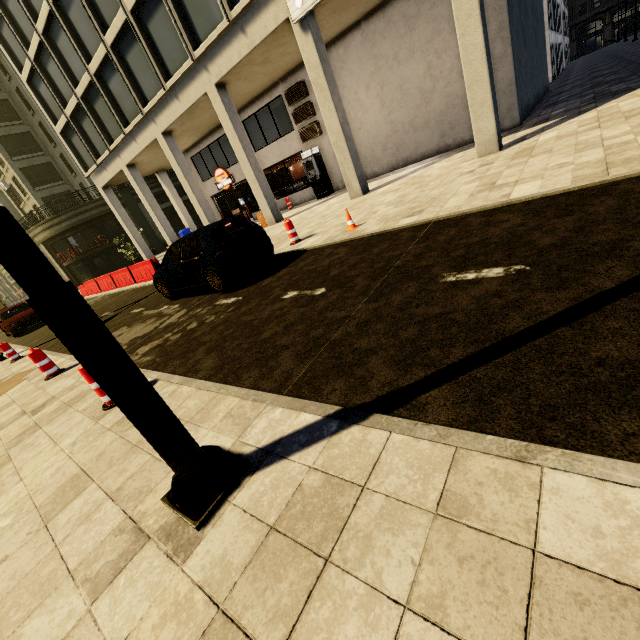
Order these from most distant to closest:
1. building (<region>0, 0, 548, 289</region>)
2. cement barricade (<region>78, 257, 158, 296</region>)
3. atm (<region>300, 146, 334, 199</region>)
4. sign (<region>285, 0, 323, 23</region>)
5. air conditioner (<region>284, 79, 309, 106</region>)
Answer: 1. atm (<region>300, 146, 334, 199</region>)
2. air conditioner (<region>284, 79, 309, 106</region>)
3. cement barricade (<region>78, 257, 158, 296</region>)
4. building (<region>0, 0, 548, 289</region>)
5. sign (<region>285, 0, 323, 23</region>)

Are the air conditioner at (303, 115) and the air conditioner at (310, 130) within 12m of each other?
yes

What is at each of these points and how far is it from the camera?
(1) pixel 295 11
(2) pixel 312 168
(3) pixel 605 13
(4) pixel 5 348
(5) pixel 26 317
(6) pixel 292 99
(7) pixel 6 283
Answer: (1) sign, 10.0m
(2) atm, 17.1m
(3) building, 58.8m
(4) plastic barricade, 10.2m
(5) car, 16.5m
(6) air conditioner, 16.2m
(7) building, 54.8m

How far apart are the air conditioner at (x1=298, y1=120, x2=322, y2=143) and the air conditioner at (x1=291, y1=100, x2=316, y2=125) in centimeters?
20cm

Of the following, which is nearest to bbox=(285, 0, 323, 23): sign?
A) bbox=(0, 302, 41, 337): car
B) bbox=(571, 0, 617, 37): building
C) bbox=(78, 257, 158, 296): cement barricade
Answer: bbox=(78, 257, 158, 296): cement barricade

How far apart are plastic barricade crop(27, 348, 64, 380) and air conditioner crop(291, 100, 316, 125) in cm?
1542

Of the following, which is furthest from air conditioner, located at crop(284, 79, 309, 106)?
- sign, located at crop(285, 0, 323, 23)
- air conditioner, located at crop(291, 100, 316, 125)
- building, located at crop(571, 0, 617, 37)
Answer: building, located at crop(571, 0, 617, 37)

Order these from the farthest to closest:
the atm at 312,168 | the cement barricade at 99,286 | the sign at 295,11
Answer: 1. the atm at 312,168
2. the cement barricade at 99,286
3. the sign at 295,11
